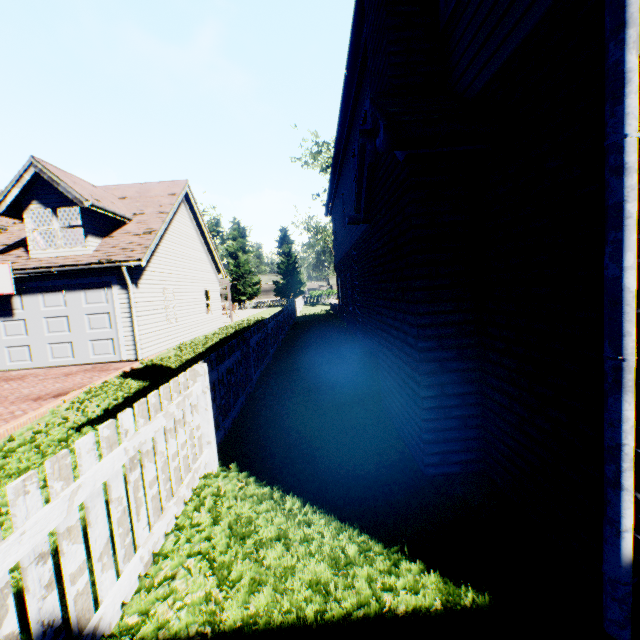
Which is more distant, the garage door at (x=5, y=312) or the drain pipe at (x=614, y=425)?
the garage door at (x=5, y=312)

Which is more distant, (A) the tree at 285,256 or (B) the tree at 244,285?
(A) the tree at 285,256

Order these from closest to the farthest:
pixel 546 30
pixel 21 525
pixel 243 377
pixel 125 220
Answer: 1. pixel 21 525
2. pixel 546 30
3. pixel 243 377
4. pixel 125 220

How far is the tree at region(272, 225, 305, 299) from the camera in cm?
4886

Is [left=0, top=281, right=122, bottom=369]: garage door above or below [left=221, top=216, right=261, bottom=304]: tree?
below

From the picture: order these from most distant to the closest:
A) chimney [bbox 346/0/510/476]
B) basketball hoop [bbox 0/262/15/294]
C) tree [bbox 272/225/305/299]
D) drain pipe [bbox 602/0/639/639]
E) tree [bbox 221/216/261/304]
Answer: tree [bbox 272/225/305/299] → tree [bbox 221/216/261/304] → basketball hoop [bbox 0/262/15/294] → chimney [bbox 346/0/510/476] → drain pipe [bbox 602/0/639/639]

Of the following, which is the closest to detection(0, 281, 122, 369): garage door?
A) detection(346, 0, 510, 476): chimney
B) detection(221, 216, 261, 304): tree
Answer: detection(346, 0, 510, 476): chimney
